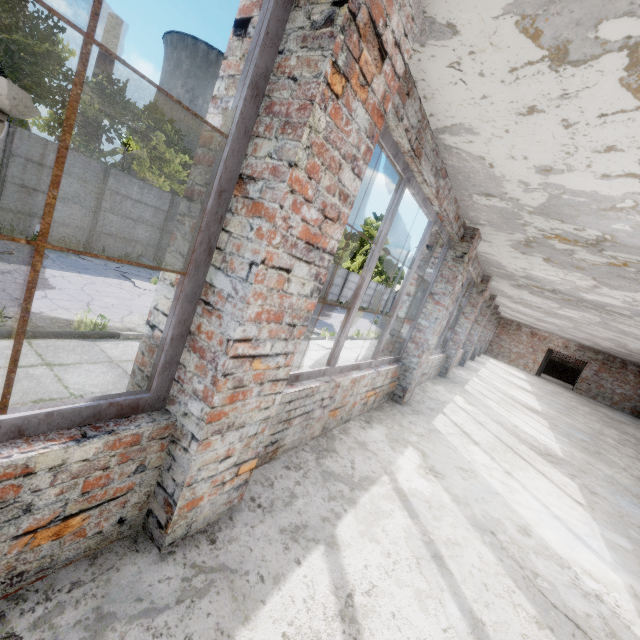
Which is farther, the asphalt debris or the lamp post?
the asphalt debris

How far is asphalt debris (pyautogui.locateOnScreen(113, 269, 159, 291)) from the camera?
11.6m

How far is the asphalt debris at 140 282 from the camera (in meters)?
11.62

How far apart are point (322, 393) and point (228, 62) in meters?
2.6

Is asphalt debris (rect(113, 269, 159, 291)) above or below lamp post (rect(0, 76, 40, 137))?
below

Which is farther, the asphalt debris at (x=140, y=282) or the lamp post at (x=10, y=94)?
the asphalt debris at (x=140, y=282)
